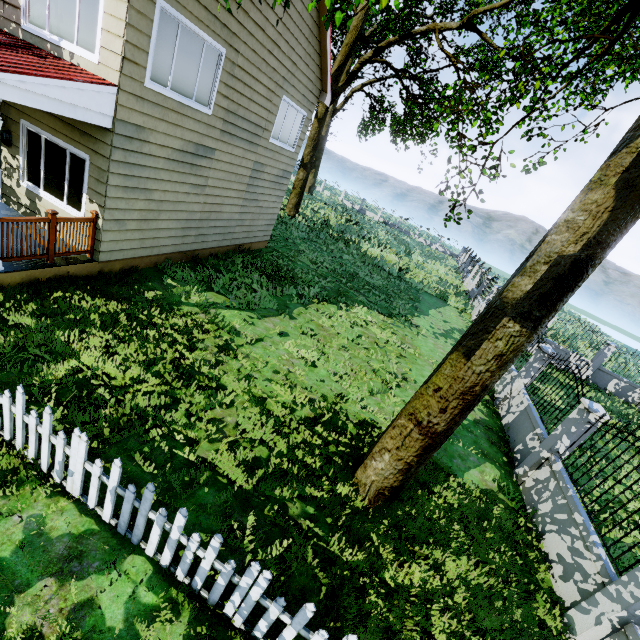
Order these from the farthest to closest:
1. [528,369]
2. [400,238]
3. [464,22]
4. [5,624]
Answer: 1. [400,238]
2. [464,22]
3. [528,369]
4. [5,624]

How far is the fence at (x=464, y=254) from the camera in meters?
18.6 m

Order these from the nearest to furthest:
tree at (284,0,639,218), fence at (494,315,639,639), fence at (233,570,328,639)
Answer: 1. fence at (233,570,328,639)
2. fence at (494,315,639,639)
3. tree at (284,0,639,218)

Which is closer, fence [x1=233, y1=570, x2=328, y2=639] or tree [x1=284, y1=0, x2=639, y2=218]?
fence [x1=233, y1=570, x2=328, y2=639]

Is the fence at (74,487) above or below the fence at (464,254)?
below

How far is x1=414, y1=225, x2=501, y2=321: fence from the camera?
18.6 meters

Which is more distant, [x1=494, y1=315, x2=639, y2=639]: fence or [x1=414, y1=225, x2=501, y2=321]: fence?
[x1=414, y1=225, x2=501, y2=321]: fence
